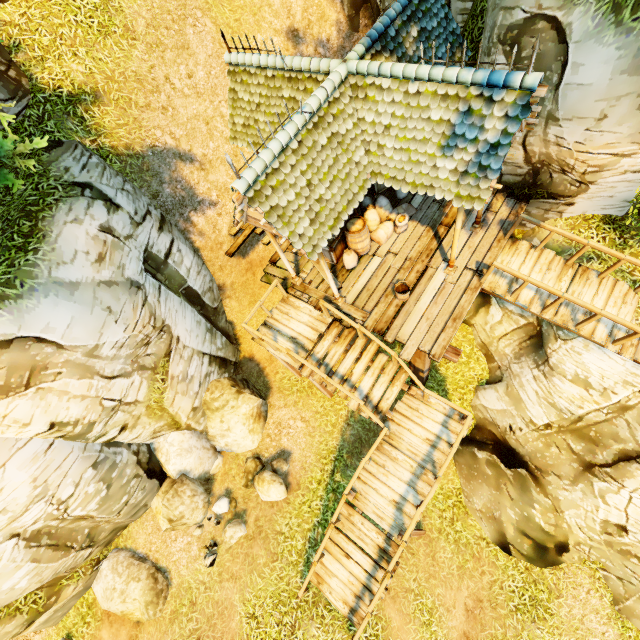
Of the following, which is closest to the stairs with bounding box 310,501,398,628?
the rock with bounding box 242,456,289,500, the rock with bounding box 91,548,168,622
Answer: the rock with bounding box 242,456,289,500

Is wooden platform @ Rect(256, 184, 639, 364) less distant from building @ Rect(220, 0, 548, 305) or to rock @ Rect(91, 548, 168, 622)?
building @ Rect(220, 0, 548, 305)

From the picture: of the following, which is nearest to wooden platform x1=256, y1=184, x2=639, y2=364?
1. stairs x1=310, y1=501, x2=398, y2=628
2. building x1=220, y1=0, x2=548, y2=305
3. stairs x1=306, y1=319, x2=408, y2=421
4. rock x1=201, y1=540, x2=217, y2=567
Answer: building x1=220, y1=0, x2=548, y2=305

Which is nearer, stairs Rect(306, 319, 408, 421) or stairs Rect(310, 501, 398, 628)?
stairs Rect(310, 501, 398, 628)

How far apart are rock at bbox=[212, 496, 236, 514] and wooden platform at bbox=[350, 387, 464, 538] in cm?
411

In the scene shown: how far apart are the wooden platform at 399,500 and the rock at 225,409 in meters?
4.1

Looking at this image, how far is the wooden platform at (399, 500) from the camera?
8.1 meters

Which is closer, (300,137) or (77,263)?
(300,137)
